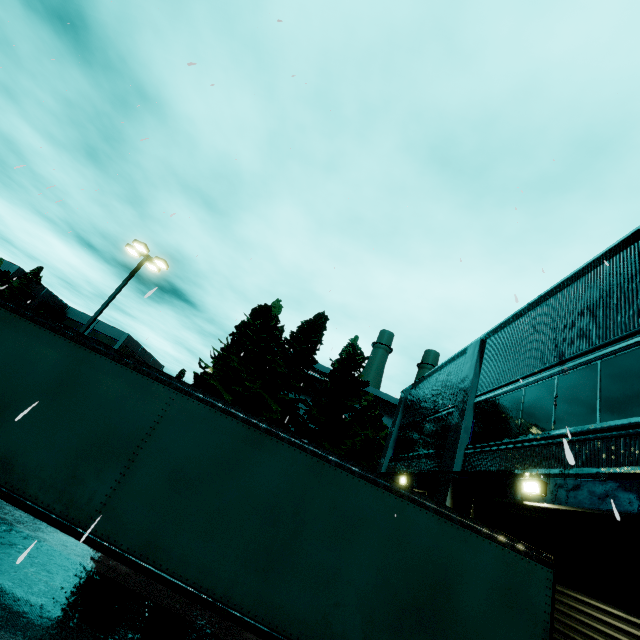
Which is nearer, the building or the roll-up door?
the roll-up door

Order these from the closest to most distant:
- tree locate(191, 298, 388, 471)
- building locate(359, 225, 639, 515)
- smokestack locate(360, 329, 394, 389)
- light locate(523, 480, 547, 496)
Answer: building locate(359, 225, 639, 515)
light locate(523, 480, 547, 496)
tree locate(191, 298, 388, 471)
smokestack locate(360, 329, 394, 389)

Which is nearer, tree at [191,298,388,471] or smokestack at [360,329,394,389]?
tree at [191,298,388,471]

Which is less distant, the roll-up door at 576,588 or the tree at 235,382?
the roll-up door at 576,588

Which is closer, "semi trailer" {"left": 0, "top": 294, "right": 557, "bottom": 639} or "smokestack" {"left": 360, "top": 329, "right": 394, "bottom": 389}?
"semi trailer" {"left": 0, "top": 294, "right": 557, "bottom": 639}

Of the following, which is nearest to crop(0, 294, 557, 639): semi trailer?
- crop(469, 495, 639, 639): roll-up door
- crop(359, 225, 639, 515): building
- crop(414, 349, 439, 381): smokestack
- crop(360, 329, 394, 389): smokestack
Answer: crop(469, 495, 639, 639): roll-up door

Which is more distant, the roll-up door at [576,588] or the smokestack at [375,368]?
the smokestack at [375,368]

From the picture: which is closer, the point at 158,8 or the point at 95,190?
the point at 95,190
